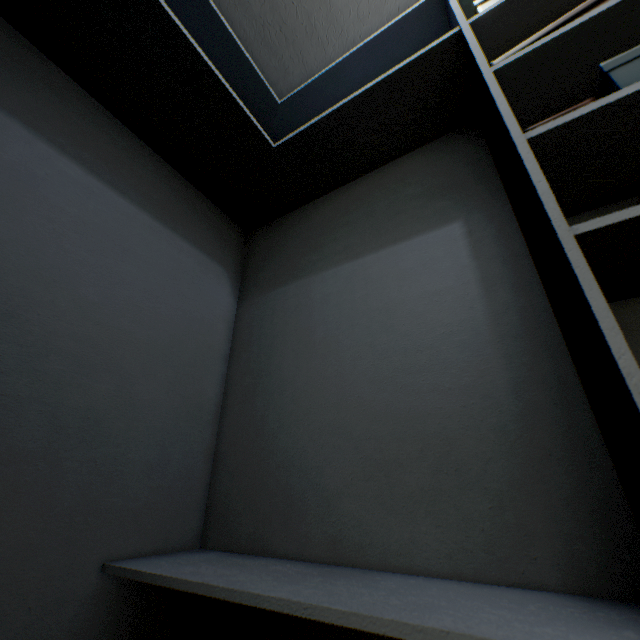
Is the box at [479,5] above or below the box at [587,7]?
above

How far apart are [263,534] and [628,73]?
1.5 meters

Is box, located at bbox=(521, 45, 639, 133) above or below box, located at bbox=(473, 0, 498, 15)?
below

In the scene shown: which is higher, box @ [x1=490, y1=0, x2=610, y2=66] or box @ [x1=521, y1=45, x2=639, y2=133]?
box @ [x1=490, y1=0, x2=610, y2=66]

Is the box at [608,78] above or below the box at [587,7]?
below

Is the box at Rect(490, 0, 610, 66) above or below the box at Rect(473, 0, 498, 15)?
below
